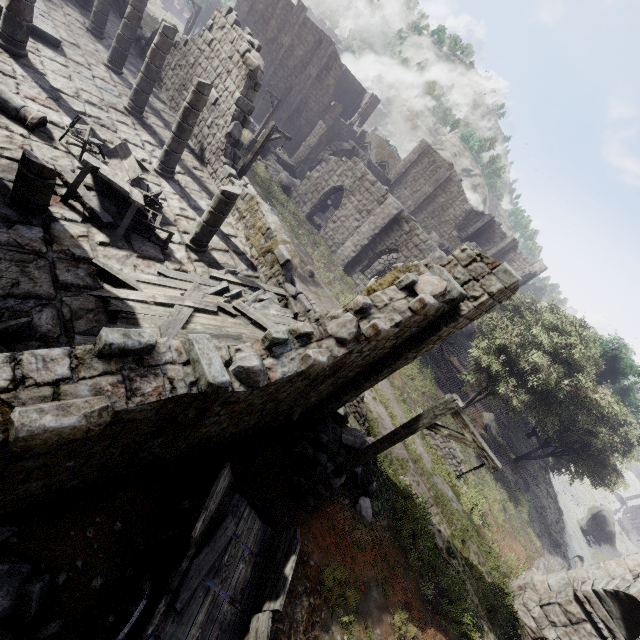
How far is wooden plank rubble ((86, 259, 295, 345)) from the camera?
6.4 meters

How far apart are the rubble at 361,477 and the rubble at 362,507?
0.2m

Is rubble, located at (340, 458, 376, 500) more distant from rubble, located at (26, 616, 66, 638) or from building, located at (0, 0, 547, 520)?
rubble, located at (26, 616, 66, 638)

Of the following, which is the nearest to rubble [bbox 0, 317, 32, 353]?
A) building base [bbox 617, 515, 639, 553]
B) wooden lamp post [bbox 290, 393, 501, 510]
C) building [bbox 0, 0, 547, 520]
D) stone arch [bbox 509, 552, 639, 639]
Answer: building [bbox 0, 0, 547, 520]

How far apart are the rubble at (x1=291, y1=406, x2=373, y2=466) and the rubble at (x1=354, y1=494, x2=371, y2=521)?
0.2 meters

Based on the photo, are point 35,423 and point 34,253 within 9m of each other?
yes

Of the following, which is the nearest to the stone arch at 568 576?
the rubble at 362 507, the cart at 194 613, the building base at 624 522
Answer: the rubble at 362 507

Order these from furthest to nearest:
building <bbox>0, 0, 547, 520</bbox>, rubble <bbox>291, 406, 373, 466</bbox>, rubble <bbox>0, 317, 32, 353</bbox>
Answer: rubble <bbox>291, 406, 373, 466</bbox> → rubble <bbox>0, 317, 32, 353</bbox> → building <bbox>0, 0, 547, 520</bbox>
